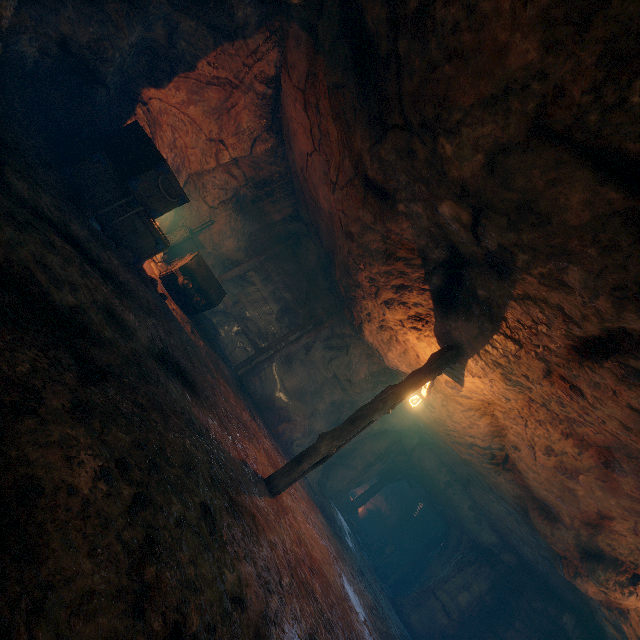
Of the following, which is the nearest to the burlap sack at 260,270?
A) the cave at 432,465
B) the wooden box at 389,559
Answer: the cave at 432,465

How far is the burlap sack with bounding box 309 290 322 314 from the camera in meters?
13.2

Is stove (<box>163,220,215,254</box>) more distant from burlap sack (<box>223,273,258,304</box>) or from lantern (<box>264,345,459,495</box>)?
lantern (<box>264,345,459,495</box>)

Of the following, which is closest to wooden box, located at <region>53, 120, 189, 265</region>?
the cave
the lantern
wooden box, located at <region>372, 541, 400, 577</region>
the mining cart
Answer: the mining cart

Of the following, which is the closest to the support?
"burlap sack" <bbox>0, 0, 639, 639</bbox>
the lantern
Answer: "burlap sack" <bbox>0, 0, 639, 639</bbox>

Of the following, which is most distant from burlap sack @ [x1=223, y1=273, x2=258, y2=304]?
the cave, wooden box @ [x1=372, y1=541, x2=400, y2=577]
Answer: wooden box @ [x1=372, y1=541, x2=400, y2=577]

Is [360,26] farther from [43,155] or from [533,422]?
[533,422]

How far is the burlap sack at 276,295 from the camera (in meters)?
13.62
